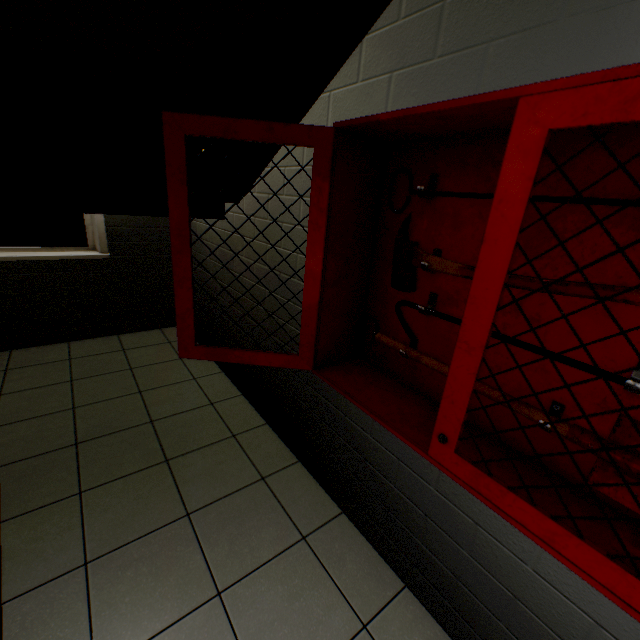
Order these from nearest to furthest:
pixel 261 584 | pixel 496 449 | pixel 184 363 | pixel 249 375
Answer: pixel 496 449, pixel 261 584, pixel 249 375, pixel 184 363

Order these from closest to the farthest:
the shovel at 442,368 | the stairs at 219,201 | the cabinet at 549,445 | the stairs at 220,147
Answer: the cabinet at 549,445
the shovel at 442,368
the stairs at 220,147
the stairs at 219,201

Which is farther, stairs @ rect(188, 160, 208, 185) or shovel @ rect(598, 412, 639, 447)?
stairs @ rect(188, 160, 208, 185)

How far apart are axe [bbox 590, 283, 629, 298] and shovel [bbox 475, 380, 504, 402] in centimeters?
24cm

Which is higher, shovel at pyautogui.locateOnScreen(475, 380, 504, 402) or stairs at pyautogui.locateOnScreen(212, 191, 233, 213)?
stairs at pyautogui.locateOnScreen(212, 191, 233, 213)

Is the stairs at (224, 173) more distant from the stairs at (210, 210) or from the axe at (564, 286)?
the axe at (564, 286)

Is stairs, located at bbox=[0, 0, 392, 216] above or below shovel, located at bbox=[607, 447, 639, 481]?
above

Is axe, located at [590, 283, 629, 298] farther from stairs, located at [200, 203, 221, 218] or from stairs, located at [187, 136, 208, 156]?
stairs, located at [200, 203, 221, 218]
